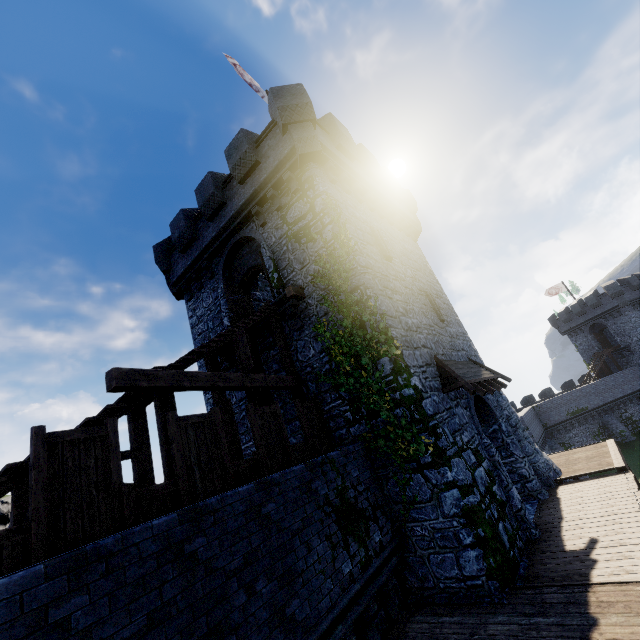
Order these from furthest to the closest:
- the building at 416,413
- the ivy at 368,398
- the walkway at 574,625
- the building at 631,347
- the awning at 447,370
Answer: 1. the building at 631,347
2. the awning at 447,370
3. the ivy at 368,398
4. the building at 416,413
5. the walkway at 574,625

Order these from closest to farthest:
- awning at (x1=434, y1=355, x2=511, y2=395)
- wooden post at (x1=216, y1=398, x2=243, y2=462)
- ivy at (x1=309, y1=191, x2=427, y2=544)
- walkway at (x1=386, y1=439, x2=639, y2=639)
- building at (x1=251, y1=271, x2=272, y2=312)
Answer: walkway at (x1=386, y1=439, x2=639, y2=639) → ivy at (x1=309, y1=191, x2=427, y2=544) → wooden post at (x1=216, y1=398, x2=243, y2=462) → awning at (x1=434, y1=355, x2=511, y2=395) → building at (x1=251, y1=271, x2=272, y2=312)

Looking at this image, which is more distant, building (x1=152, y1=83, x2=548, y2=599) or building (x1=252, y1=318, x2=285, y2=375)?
building (x1=252, y1=318, x2=285, y2=375)

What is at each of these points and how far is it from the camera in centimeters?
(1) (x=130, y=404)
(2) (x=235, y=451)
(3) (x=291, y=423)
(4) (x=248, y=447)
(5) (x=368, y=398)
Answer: (1) stairs, 642cm
(2) wooden post, 925cm
(3) building, 1134cm
(4) building, 1262cm
(5) ivy, 934cm

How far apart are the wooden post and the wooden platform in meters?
3.8 m

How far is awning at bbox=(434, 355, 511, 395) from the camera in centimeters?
986cm

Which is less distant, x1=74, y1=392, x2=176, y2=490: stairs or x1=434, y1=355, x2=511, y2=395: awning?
x1=74, y1=392, x2=176, y2=490: stairs

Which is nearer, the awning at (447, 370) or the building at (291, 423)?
the awning at (447, 370)
